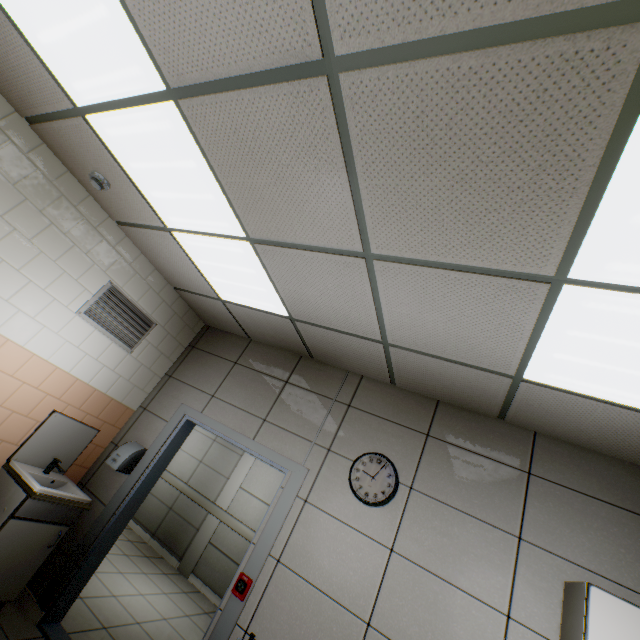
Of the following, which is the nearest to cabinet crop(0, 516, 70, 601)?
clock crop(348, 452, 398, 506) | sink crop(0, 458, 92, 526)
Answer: sink crop(0, 458, 92, 526)

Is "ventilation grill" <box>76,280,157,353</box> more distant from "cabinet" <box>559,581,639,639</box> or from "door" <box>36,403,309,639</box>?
"cabinet" <box>559,581,639,639</box>

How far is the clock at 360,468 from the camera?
2.72m

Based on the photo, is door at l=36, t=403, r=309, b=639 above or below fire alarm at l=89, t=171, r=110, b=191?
below

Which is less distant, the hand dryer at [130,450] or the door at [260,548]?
the door at [260,548]

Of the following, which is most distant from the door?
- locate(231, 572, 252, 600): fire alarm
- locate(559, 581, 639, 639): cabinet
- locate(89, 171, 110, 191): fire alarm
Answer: locate(89, 171, 110, 191): fire alarm

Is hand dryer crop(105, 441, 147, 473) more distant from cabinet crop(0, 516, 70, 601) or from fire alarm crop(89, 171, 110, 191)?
fire alarm crop(89, 171, 110, 191)

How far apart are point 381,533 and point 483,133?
2.8 meters
